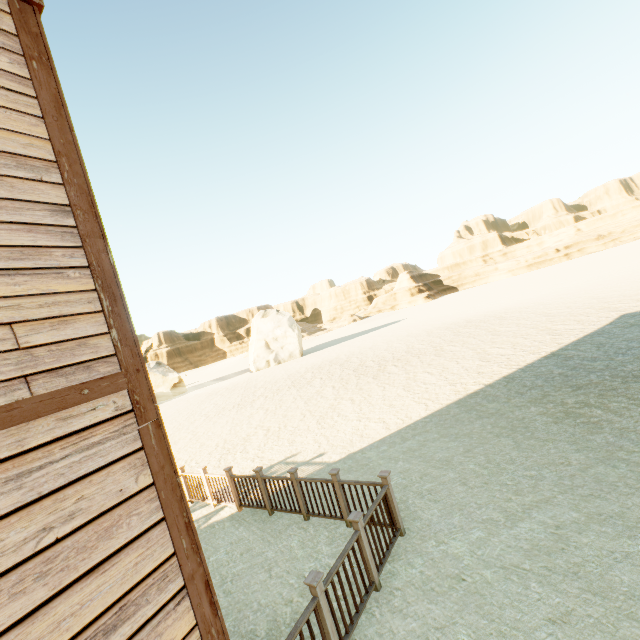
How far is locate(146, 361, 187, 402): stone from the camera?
37.2m

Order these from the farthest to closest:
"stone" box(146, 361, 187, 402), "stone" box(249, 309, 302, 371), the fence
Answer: "stone" box(249, 309, 302, 371), "stone" box(146, 361, 187, 402), the fence

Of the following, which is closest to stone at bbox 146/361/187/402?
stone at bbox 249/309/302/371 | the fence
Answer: stone at bbox 249/309/302/371

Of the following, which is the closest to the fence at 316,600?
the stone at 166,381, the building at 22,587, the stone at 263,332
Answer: the building at 22,587

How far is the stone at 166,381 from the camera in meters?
37.2

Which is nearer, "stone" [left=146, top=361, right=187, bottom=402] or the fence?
the fence

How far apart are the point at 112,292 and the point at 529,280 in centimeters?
5949cm

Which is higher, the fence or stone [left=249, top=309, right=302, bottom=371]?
stone [left=249, top=309, right=302, bottom=371]
